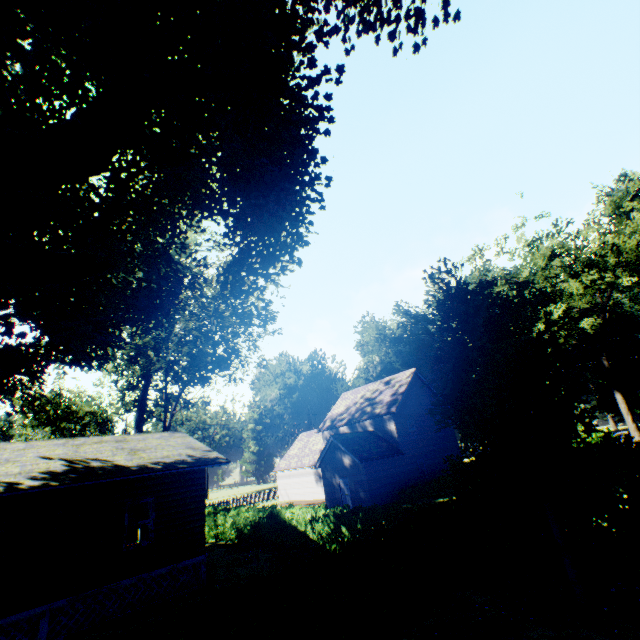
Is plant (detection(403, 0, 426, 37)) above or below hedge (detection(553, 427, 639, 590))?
above

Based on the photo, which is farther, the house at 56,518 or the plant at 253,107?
the house at 56,518

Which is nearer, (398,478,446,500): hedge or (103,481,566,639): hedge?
(103,481,566,639): hedge

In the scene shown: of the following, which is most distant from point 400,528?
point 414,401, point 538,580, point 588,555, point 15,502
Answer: point 414,401

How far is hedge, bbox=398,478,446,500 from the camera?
25.1m

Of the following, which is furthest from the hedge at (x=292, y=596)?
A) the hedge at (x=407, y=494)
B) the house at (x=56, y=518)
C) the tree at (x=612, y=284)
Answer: the tree at (x=612, y=284)

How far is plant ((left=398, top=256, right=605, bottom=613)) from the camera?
7.4 meters

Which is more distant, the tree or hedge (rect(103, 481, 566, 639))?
the tree
